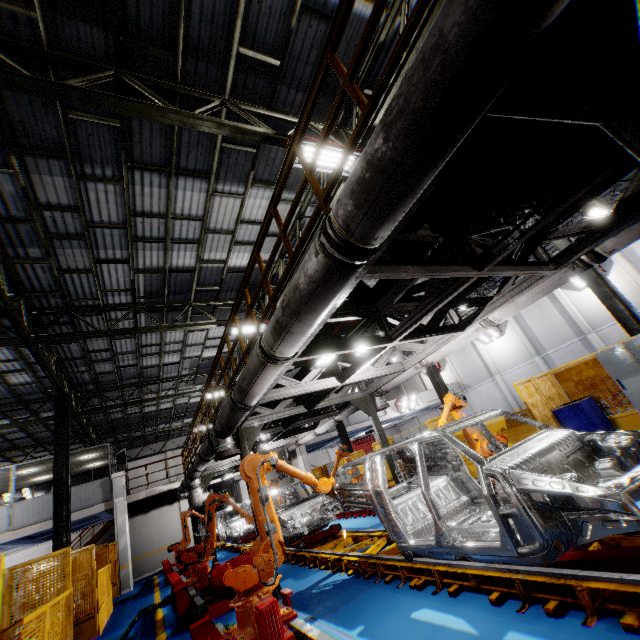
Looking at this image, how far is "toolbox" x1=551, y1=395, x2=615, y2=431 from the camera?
8.6m

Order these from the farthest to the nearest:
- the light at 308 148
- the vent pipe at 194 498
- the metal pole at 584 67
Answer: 1. the vent pipe at 194 498
2. the light at 308 148
3. the metal pole at 584 67

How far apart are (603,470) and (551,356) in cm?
2567

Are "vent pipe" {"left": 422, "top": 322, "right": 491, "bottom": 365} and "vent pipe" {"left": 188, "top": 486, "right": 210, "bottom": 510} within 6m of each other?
yes

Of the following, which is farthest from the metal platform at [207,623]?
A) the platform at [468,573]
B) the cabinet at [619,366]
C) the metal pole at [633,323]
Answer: the metal pole at [633,323]

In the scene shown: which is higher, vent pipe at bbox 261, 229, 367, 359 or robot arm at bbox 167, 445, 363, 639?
vent pipe at bbox 261, 229, 367, 359

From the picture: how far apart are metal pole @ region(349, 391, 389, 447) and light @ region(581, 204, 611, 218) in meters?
12.8 m

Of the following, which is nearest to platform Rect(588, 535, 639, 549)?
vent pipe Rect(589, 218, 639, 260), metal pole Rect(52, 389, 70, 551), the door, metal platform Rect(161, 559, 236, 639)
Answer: metal platform Rect(161, 559, 236, 639)
